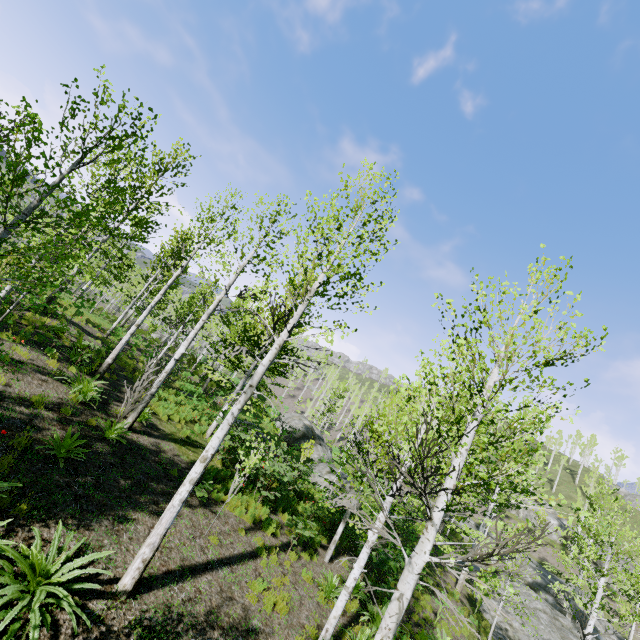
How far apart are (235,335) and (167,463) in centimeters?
1596cm

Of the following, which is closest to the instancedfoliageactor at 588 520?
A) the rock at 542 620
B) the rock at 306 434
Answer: the rock at 542 620

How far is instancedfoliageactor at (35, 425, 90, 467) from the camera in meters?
6.7

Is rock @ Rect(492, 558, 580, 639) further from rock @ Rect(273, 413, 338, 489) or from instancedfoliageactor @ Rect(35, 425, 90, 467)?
rock @ Rect(273, 413, 338, 489)

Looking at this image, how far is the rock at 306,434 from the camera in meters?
19.1

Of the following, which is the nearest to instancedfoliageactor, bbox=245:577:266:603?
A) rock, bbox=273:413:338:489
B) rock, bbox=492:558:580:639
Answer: rock, bbox=492:558:580:639
